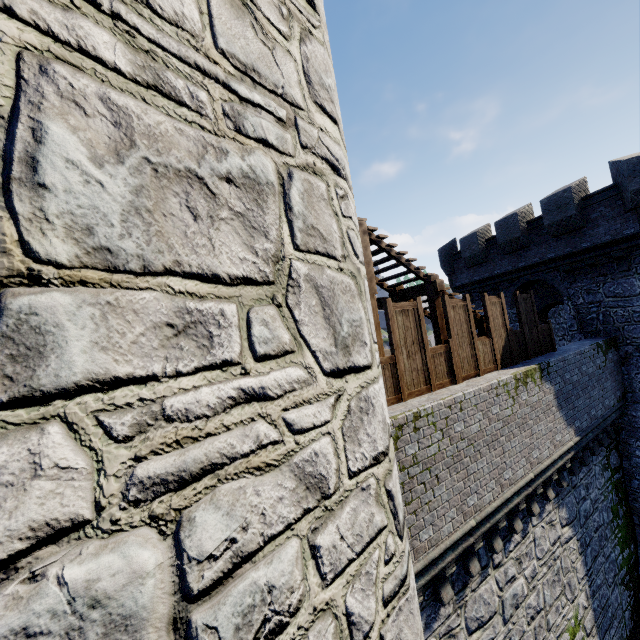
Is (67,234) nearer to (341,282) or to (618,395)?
(341,282)

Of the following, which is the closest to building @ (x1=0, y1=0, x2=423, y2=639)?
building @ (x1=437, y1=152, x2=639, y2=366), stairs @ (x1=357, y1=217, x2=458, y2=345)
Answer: stairs @ (x1=357, y1=217, x2=458, y2=345)

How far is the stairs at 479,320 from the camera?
9.91m

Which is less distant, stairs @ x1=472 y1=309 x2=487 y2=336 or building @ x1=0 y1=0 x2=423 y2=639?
building @ x1=0 y1=0 x2=423 y2=639

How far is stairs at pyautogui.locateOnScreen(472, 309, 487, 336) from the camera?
9.9 meters

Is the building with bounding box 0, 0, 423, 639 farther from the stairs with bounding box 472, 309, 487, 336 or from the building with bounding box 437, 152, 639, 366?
the building with bounding box 437, 152, 639, 366

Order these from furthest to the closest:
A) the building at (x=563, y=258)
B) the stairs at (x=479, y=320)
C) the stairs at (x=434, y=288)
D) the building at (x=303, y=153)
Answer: the building at (x=563, y=258) → the stairs at (x=479, y=320) → the stairs at (x=434, y=288) → the building at (x=303, y=153)
